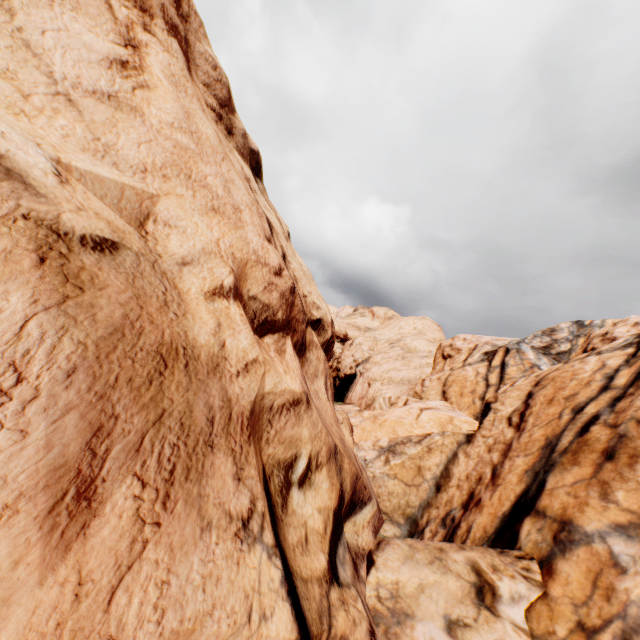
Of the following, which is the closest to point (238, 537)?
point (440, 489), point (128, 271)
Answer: point (128, 271)
